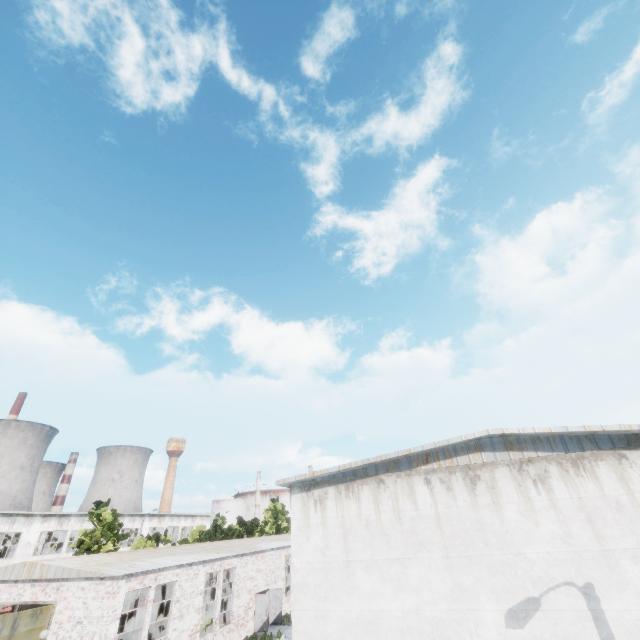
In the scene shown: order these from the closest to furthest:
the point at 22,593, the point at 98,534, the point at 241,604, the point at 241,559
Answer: the point at 22,593
the point at 241,604
the point at 241,559
the point at 98,534
